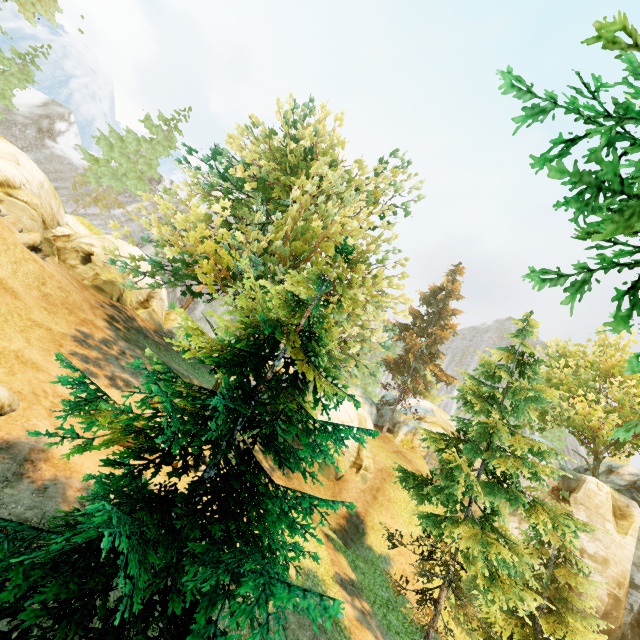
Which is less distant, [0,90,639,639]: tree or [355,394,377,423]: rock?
[0,90,639,639]: tree

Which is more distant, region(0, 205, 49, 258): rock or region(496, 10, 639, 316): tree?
region(0, 205, 49, 258): rock

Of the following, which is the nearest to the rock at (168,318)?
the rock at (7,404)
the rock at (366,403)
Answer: the rock at (366,403)

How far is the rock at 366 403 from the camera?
33.5m

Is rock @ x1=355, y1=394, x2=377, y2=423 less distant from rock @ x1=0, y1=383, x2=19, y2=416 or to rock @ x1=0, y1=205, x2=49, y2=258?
rock @ x1=0, y1=205, x2=49, y2=258

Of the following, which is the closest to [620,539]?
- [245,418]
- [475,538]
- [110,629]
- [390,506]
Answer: [390,506]

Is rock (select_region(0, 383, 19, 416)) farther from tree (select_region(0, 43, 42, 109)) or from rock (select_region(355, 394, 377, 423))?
rock (select_region(355, 394, 377, 423))
